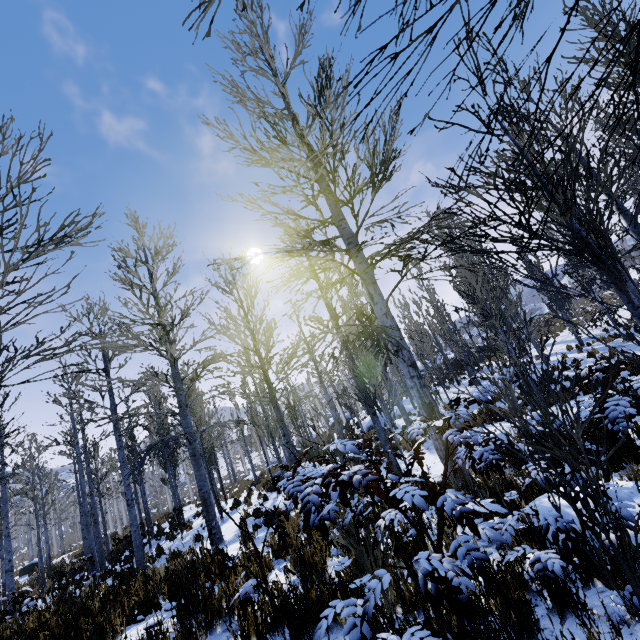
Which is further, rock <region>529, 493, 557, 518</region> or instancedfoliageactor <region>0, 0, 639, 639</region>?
rock <region>529, 493, 557, 518</region>

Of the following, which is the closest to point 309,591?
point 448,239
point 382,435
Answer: point 382,435

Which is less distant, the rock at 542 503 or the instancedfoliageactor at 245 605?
the instancedfoliageactor at 245 605

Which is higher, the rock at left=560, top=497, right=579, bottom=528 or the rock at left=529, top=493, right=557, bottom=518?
the rock at left=560, top=497, right=579, bottom=528

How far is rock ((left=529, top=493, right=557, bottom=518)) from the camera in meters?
3.0
